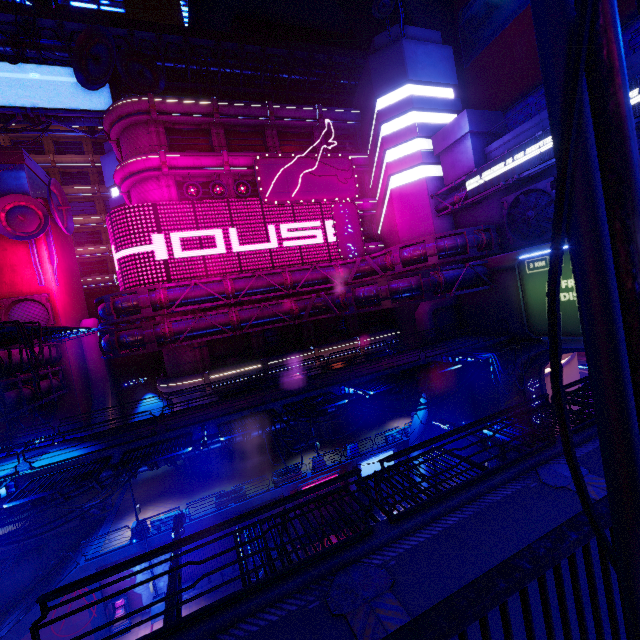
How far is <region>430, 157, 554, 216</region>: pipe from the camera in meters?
21.7

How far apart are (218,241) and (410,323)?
19.7m

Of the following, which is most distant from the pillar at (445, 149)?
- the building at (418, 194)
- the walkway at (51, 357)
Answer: the walkway at (51, 357)

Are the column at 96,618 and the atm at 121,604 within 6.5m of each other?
yes

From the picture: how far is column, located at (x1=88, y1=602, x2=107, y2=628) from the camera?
19.41m

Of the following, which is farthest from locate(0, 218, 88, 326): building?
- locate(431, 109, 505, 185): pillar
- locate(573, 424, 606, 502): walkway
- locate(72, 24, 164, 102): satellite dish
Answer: locate(431, 109, 505, 185): pillar

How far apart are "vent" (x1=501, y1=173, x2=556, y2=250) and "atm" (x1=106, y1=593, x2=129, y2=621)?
35.5m

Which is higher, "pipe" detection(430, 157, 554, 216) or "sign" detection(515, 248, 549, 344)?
"pipe" detection(430, 157, 554, 216)
